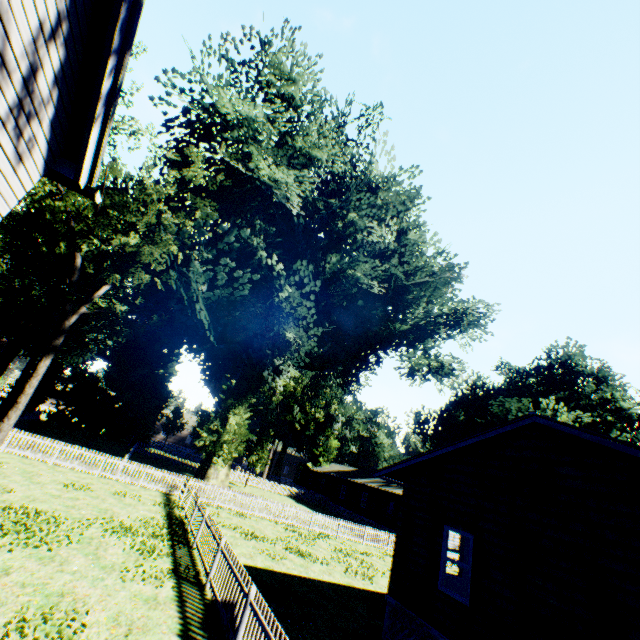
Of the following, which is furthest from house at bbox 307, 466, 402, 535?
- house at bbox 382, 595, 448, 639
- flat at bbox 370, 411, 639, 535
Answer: house at bbox 382, 595, 448, 639

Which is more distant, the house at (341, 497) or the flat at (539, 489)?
the house at (341, 497)

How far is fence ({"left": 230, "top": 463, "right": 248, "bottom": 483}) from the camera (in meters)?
42.69

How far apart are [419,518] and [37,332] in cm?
6038

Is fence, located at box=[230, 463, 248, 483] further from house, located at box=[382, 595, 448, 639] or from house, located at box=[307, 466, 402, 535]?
house, located at box=[382, 595, 448, 639]

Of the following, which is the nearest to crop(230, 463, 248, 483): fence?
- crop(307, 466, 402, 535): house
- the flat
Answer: crop(307, 466, 402, 535): house

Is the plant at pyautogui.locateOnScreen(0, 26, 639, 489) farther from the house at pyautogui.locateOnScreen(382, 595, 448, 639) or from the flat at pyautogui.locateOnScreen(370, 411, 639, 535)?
the house at pyautogui.locateOnScreen(382, 595, 448, 639)

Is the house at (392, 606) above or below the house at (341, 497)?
below
